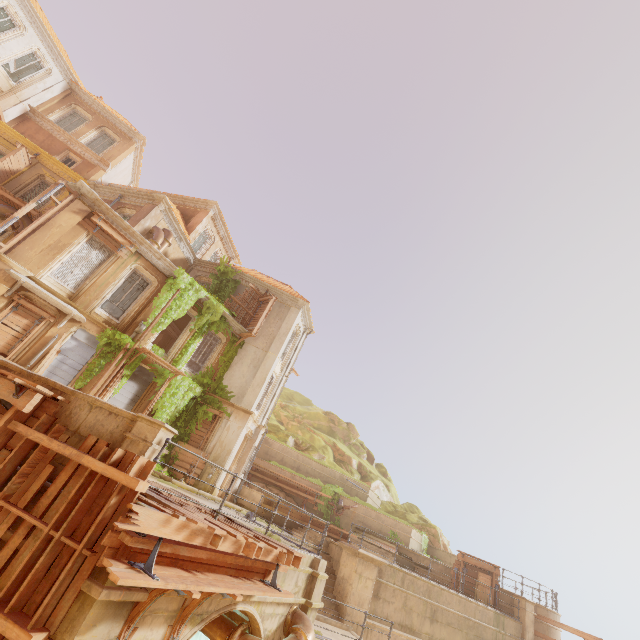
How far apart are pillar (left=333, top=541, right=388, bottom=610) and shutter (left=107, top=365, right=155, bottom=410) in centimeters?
1145cm

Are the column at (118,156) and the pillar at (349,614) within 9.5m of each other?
no

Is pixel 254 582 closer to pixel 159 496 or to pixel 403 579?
pixel 159 496

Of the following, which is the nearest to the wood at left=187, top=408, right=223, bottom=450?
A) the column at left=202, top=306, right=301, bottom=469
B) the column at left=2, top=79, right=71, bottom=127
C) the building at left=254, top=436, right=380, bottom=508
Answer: the column at left=202, top=306, right=301, bottom=469

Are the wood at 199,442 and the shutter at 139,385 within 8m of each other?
yes

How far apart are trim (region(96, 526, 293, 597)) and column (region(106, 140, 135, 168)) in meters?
27.7 m

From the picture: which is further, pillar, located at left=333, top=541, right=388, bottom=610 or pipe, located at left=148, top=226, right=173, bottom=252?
pipe, located at left=148, top=226, right=173, bottom=252

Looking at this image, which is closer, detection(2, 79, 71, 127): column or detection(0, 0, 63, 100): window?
detection(0, 0, 63, 100): window
